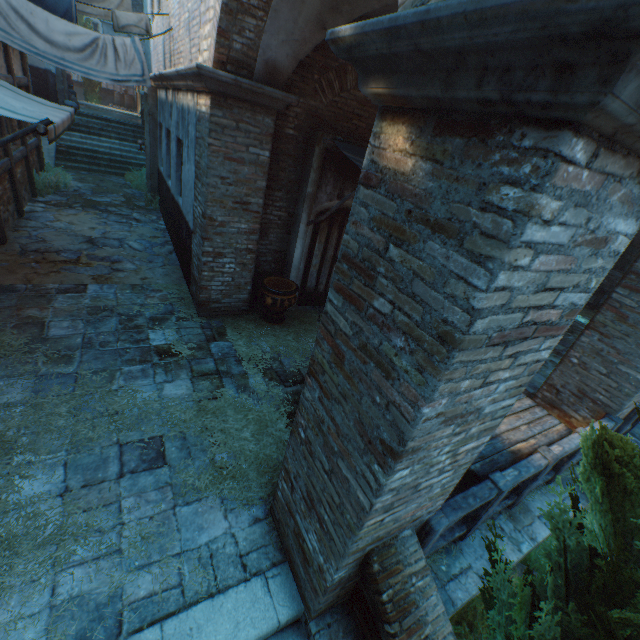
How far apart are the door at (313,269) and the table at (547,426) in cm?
402

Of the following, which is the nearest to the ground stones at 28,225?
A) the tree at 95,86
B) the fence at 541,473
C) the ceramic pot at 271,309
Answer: the ceramic pot at 271,309

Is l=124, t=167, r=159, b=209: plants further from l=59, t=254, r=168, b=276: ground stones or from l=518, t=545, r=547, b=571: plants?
l=518, t=545, r=547, b=571: plants

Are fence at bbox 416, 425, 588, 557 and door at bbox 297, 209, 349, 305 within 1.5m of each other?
no

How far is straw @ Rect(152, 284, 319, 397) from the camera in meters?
5.6 m

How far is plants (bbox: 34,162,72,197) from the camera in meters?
9.9

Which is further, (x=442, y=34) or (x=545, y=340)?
(x=545, y=340)

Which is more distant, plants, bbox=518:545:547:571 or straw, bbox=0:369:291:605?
plants, bbox=518:545:547:571
